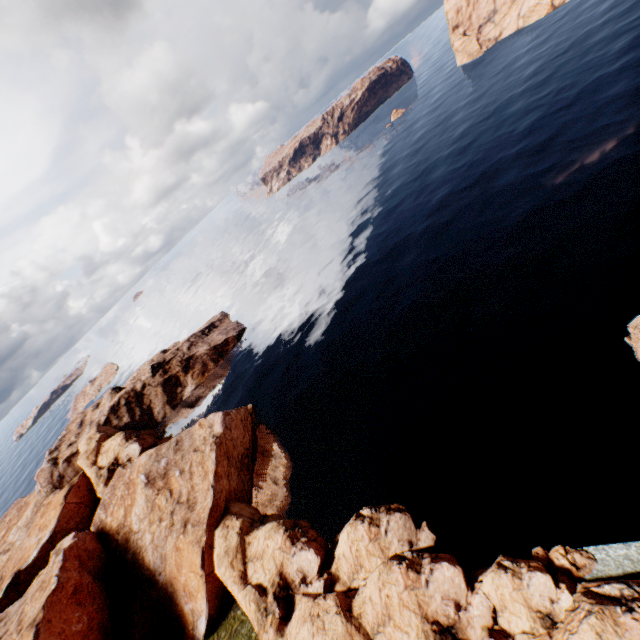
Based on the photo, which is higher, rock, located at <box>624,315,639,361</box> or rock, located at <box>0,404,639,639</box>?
rock, located at <box>0,404,639,639</box>

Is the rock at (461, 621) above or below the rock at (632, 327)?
above

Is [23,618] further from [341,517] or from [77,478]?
[341,517]

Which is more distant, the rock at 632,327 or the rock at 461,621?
the rock at 632,327

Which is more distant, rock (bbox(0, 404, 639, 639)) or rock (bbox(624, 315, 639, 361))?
rock (bbox(624, 315, 639, 361))
